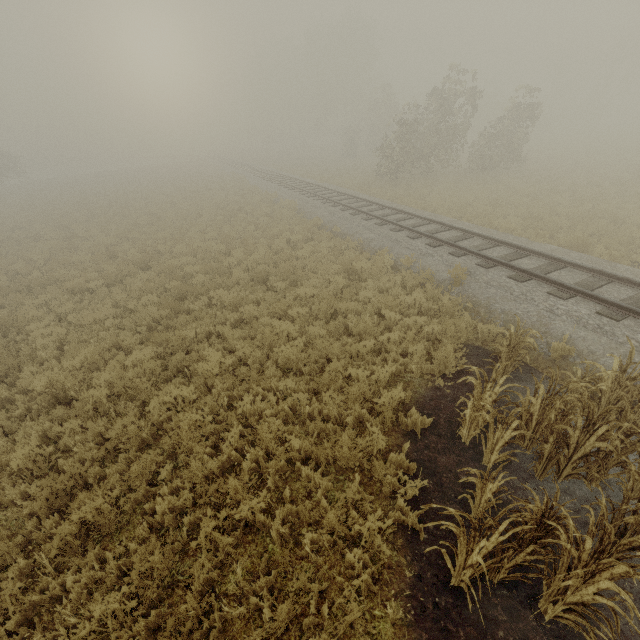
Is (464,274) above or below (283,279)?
above
